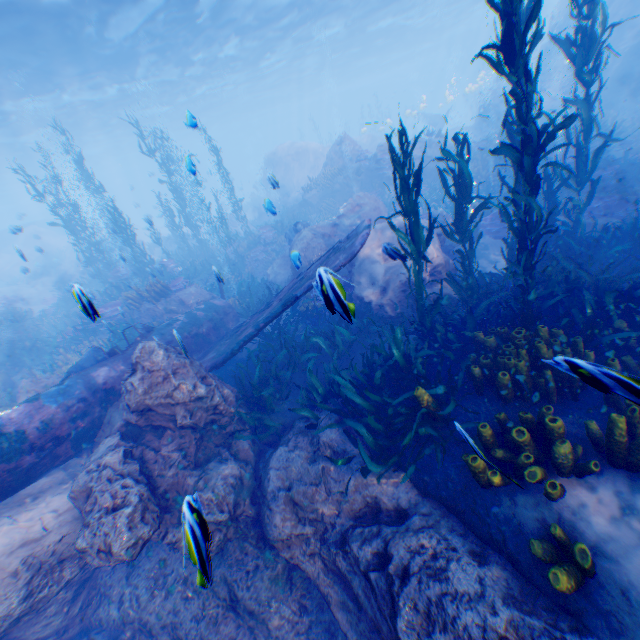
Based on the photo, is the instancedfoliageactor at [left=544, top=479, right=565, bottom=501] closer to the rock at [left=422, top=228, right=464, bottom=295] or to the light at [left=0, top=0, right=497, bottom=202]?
the rock at [left=422, top=228, right=464, bottom=295]

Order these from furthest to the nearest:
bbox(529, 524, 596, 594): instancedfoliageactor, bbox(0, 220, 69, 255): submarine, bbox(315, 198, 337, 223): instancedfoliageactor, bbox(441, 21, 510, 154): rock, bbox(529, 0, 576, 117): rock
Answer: bbox(441, 21, 510, 154): rock
bbox(529, 0, 576, 117): rock
bbox(315, 198, 337, 223): instancedfoliageactor
bbox(0, 220, 69, 255): submarine
bbox(529, 524, 596, 594): instancedfoliageactor

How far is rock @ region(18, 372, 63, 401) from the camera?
7.8 meters

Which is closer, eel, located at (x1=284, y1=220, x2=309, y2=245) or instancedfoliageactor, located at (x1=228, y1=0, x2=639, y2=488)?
instancedfoliageactor, located at (x1=228, y1=0, x2=639, y2=488)

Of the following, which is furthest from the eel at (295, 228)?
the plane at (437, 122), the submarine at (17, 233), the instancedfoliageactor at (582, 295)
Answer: the plane at (437, 122)

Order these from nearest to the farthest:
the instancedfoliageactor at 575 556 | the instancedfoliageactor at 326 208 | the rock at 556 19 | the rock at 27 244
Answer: the instancedfoliageactor at 575 556
the instancedfoliageactor at 326 208
the rock at 556 19
the rock at 27 244

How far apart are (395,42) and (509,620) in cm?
5270

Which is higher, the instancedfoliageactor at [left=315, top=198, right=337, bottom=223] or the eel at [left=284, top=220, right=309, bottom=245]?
the eel at [left=284, top=220, right=309, bottom=245]
